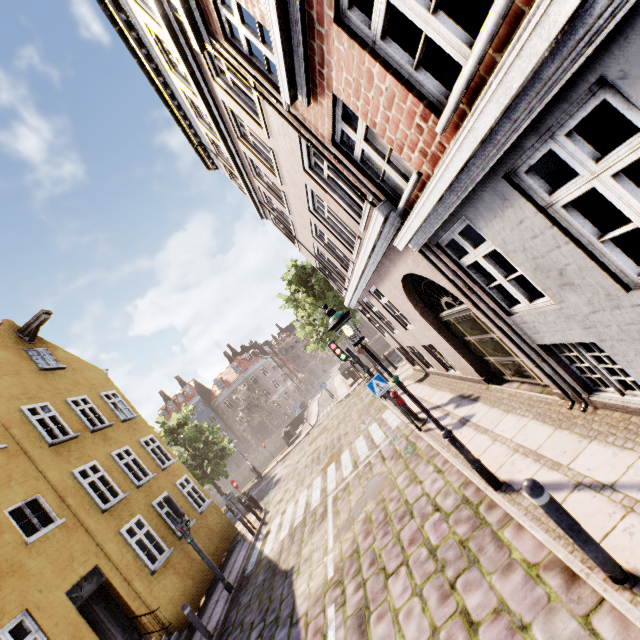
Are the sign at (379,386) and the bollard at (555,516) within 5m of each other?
no

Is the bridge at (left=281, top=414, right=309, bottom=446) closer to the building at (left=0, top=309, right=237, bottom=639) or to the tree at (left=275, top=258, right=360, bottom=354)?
the tree at (left=275, top=258, right=360, bottom=354)

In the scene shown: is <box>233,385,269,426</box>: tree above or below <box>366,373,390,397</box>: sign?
above

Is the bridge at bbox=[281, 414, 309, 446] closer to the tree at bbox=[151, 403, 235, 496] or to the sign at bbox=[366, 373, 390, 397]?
the tree at bbox=[151, 403, 235, 496]

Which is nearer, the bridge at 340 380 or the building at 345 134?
the building at 345 134

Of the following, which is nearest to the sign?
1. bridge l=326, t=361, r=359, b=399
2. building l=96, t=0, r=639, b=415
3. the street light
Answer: building l=96, t=0, r=639, b=415

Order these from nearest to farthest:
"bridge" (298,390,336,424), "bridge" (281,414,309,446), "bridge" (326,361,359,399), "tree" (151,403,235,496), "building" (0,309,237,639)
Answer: "building" (0,309,237,639)
"tree" (151,403,235,496)
"bridge" (281,414,309,446)
"bridge" (326,361,359,399)
"bridge" (298,390,336,424)

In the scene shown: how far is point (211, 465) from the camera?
23.8 meters
